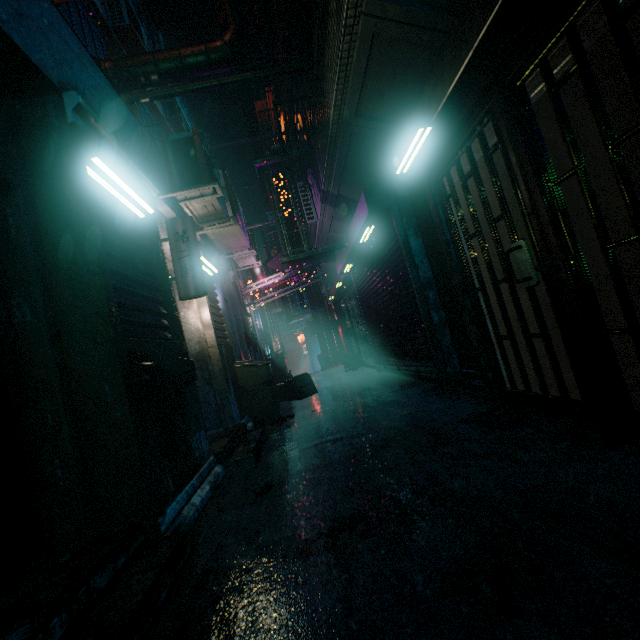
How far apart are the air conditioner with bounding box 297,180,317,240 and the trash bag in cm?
405

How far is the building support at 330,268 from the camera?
9.5m

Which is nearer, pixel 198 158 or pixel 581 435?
pixel 581 435

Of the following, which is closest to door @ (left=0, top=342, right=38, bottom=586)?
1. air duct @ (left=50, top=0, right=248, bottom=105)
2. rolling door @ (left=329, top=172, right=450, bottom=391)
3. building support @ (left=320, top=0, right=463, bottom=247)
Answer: air duct @ (left=50, top=0, right=248, bottom=105)

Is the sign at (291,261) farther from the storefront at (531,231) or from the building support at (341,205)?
the storefront at (531,231)

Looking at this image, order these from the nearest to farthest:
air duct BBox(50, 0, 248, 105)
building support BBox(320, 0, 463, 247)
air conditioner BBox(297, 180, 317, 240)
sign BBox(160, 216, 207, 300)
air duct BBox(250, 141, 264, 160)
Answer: building support BBox(320, 0, 463, 247) → sign BBox(160, 216, 207, 300) → air duct BBox(50, 0, 248, 105) → air conditioner BBox(297, 180, 317, 240) → air duct BBox(250, 141, 264, 160)

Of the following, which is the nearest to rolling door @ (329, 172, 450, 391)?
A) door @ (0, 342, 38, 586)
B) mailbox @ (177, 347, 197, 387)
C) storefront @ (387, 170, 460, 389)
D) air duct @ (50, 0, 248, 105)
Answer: storefront @ (387, 170, 460, 389)

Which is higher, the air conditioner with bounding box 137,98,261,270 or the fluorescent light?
the air conditioner with bounding box 137,98,261,270
